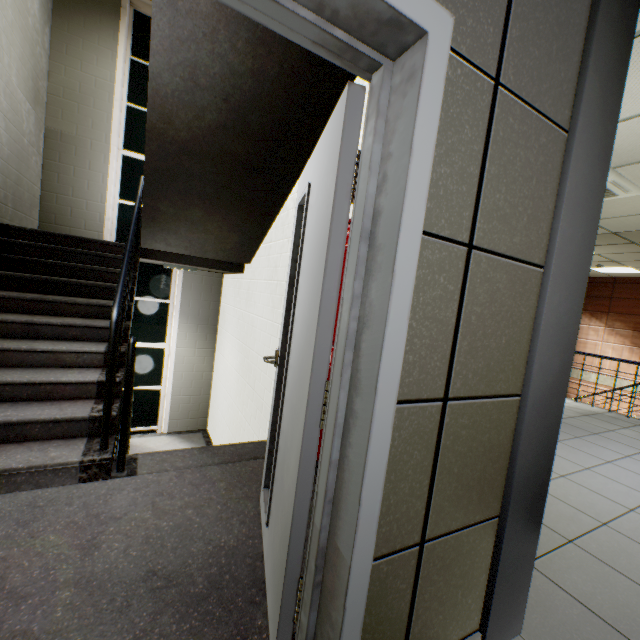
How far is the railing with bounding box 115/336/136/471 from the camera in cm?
217

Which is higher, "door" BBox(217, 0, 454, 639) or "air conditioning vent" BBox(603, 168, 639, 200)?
"air conditioning vent" BBox(603, 168, 639, 200)

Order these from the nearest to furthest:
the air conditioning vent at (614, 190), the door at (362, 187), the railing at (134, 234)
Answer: the door at (362, 187), the railing at (134, 234), the air conditioning vent at (614, 190)

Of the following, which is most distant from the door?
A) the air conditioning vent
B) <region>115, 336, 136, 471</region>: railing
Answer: the air conditioning vent

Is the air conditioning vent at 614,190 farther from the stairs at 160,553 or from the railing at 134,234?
the railing at 134,234

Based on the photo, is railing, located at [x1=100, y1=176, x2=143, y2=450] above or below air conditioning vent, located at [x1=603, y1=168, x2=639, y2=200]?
below

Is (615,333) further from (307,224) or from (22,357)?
(22,357)

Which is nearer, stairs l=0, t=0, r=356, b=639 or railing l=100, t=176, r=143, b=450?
stairs l=0, t=0, r=356, b=639
